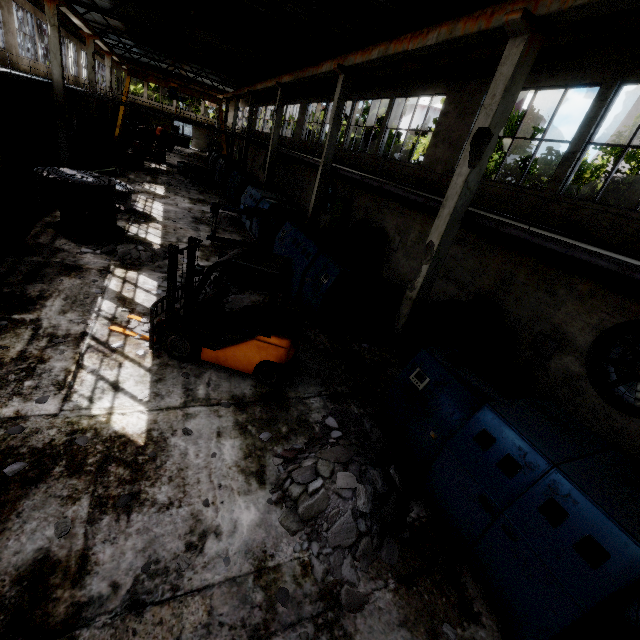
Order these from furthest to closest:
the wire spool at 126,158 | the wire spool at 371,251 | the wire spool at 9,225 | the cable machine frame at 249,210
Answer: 1. the wire spool at 126,158
2. the wire spool at 371,251
3. the cable machine frame at 249,210
4. the wire spool at 9,225

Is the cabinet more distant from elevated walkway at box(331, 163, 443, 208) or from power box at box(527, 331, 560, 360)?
elevated walkway at box(331, 163, 443, 208)

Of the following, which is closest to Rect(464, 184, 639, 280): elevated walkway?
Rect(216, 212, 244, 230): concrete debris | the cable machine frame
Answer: the cable machine frame

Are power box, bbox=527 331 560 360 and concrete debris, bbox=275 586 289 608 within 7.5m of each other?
no

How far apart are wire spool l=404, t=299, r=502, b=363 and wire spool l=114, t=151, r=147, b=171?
24.17m

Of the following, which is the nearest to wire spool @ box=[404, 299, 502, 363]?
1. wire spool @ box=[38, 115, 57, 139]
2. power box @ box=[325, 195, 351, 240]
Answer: power box @ box=[325, 195, 351, 240]

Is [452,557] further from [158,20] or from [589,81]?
[158,20]

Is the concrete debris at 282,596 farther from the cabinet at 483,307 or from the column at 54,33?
the column at 54,33
